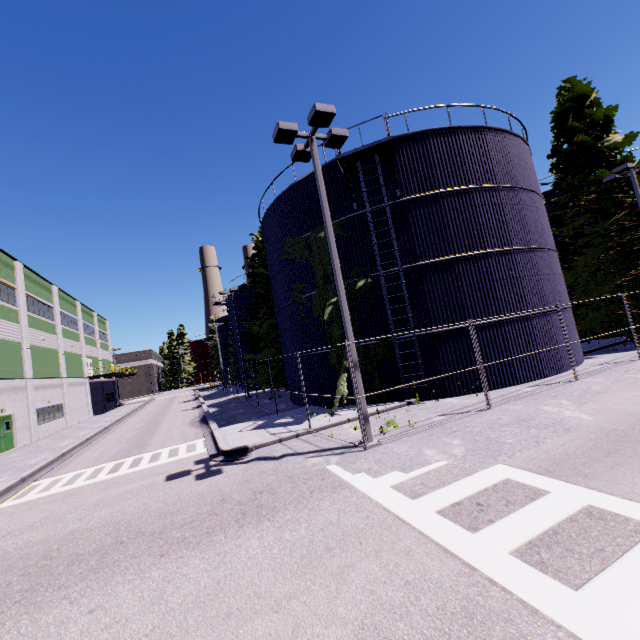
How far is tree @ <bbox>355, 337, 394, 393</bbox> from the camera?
14.72m

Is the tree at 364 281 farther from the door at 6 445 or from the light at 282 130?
the door at 6 445

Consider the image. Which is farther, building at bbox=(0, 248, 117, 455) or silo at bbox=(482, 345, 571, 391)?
building at bbox=(0, 248, 117, 455)

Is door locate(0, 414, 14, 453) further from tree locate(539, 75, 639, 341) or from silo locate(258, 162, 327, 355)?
tree locate(539, 75, 639, 341)

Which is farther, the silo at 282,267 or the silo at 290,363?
the silo at 290,363

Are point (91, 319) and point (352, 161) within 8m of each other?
no

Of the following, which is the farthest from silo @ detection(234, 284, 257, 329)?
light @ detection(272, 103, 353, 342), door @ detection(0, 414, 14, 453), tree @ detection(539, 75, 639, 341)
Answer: door @ detection(0, 414, 14, 453)

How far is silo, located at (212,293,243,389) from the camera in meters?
38.9
